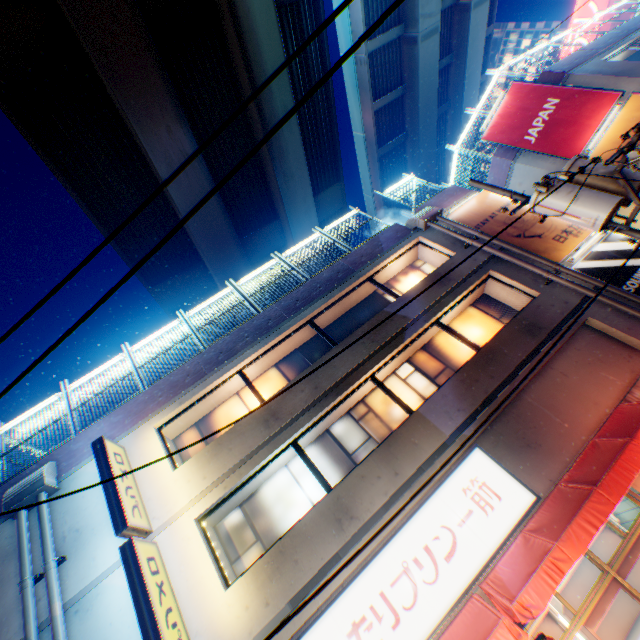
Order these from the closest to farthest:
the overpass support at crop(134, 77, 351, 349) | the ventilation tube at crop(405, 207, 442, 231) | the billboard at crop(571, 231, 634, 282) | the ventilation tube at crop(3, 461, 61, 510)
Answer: the ventilation tube at crop(3, 461, 61, 510)
the billboard at crop(571, 231, 634, 282)
the ventilation tube at crop(405, 207, 442, 231)
the overpass support at crop(134, 77, 351, 349)

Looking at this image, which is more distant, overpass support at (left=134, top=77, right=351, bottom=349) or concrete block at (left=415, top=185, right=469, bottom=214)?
overpass support at (left=134, top=77, right=351, bottom=349)

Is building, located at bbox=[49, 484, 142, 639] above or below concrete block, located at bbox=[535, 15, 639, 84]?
below

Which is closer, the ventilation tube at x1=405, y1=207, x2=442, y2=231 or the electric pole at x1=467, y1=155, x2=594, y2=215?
the electric pole at x1=467, y1=155, x2=594, y2=215

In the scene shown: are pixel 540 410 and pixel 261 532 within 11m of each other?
yes

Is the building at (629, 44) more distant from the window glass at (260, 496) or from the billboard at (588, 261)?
the window glass at (260, 496)

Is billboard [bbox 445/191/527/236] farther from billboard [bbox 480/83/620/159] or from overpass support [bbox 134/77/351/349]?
overpass support [bbox 134/77/351/349]

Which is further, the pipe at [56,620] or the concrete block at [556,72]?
the concrete block at [556,72]
